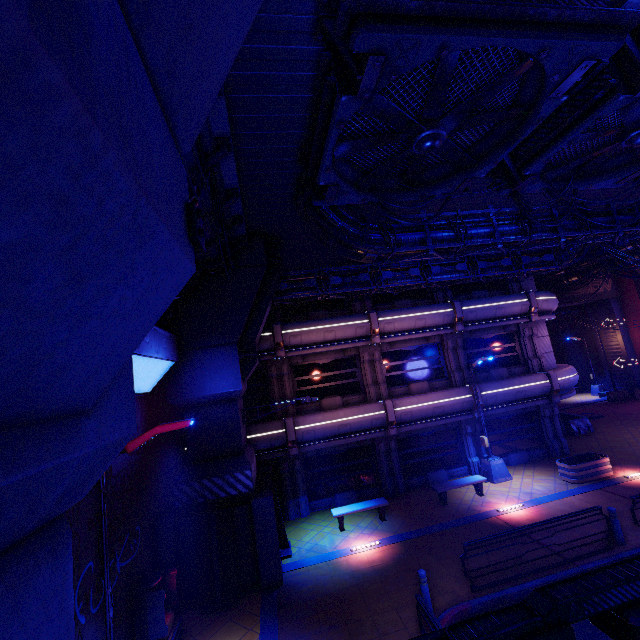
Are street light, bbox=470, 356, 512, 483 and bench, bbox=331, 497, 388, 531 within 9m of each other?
yes

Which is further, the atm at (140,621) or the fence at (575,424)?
the fence at (575,424)

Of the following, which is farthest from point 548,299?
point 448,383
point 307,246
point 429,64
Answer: point 429,64

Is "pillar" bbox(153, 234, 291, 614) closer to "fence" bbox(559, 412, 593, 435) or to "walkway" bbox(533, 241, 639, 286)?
"walkway" bbox(533, 241, 639, 286)

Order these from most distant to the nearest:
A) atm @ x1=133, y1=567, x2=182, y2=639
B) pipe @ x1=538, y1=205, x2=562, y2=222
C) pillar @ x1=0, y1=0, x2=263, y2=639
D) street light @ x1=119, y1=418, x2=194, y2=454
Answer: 1. pipe @ x1=538, y1=205, x2=562, y2=222
2. atm @ x1=133, y1=567, x2=182, y2=639
3. street light @ x1=119, y1=418, x2=194, y2=454
4. pillar @ x1=0, y1=0, x2=263, y2=639

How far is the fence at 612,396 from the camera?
28.45m

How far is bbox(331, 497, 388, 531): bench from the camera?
13.5 meters

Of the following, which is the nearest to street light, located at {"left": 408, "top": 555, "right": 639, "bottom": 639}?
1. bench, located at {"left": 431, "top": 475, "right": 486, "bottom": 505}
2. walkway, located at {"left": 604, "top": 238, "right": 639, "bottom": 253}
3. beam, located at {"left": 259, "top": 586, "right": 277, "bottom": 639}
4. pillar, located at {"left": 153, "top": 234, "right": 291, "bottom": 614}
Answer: walkway, located at {"left": 604, "top": 238, "right": 639, "bottom": 253}
